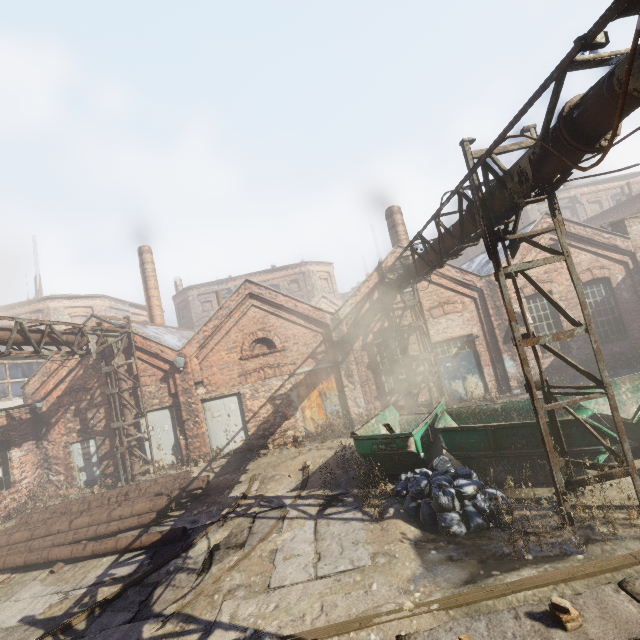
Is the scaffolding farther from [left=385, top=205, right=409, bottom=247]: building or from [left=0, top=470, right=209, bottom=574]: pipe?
[left=385, top=205, right=409, bottom=247]: building

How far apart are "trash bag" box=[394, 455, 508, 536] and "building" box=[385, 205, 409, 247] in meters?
10.7

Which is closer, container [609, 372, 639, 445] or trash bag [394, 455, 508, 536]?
trash bag [394, 455, 508, 536]

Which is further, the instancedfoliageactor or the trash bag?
the trash bag

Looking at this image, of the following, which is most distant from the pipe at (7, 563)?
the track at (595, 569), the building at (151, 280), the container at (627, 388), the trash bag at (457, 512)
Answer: the building at (151, 280)

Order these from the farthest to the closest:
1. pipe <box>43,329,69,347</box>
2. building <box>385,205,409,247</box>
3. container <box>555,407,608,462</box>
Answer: building <box>385,205,409,247</box>, pipe <box>43,329,69,347</box>, container <box>555,407,608,462</box>

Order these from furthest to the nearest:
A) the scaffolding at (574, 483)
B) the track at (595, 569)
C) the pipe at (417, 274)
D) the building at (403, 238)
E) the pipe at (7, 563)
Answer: the building at (403, 238) → the pipe at (417, 274) → the pipe at (7, 563) → the scaffolding at (574, 483) → the track at (595, 569)

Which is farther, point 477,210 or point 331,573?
point 477,210
